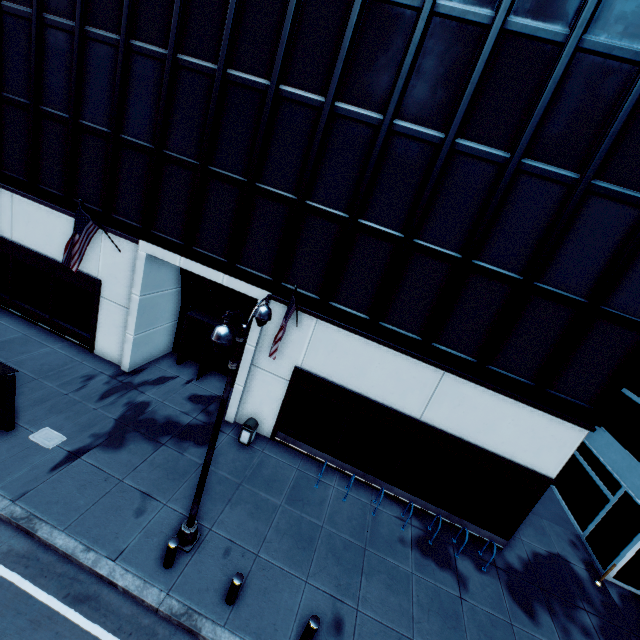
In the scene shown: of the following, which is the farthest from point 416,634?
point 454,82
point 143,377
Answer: point 454,82

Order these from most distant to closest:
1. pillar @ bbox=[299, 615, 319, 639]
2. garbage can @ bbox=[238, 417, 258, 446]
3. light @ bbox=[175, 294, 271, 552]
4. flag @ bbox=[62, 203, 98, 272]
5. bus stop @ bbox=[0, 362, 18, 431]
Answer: garbage can @ bbox=[238, 417, 258, 446] < flag @ bbox=[62, 203, 98, 272] < bus stop @ bbox=[0, 362, 18, 431] < pillar @ bbox=[299, 615, 319, 639] < light @ bbox=[175, 294, 271, 552]

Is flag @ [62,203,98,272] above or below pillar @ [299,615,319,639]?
above

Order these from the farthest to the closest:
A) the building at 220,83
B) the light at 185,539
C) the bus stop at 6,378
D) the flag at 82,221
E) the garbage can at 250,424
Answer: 1. the garbage can at 250,424
2. the flag at 82,221
3. the bus stop at 6,378
4. the building at 220,83
5. the light at 185,539

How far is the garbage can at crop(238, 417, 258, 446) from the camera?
12.98m

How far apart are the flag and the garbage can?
8.56m

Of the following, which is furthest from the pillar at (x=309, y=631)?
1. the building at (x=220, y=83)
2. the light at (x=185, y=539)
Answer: the building at (x=220, y=83)

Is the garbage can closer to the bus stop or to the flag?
the bus stop
